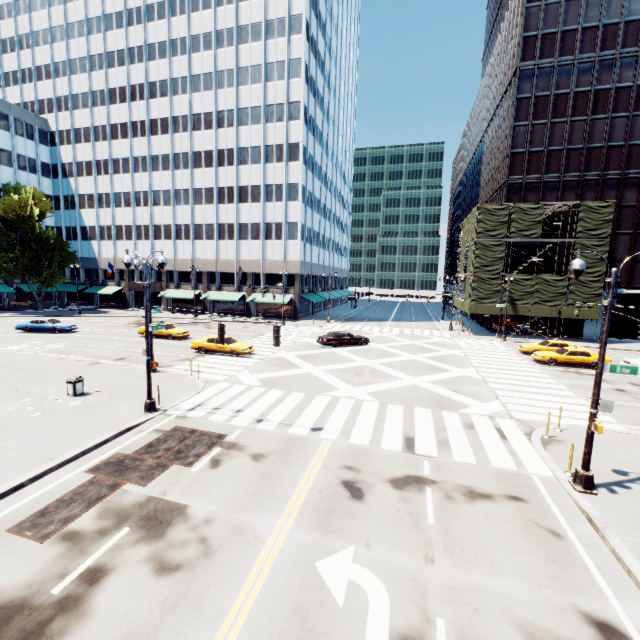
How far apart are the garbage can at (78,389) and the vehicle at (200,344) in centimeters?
1012cm

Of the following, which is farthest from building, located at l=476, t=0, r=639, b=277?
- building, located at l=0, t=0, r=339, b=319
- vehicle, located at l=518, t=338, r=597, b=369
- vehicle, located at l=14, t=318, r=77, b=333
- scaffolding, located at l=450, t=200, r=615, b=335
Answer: vehicle, located at l=14, t=318, r=77, b=333

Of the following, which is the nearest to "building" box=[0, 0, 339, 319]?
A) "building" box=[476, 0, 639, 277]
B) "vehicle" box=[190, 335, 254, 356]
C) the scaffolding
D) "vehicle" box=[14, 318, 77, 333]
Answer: "vehicle" box=[14, 318, 77, 333]

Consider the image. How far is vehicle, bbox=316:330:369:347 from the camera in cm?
3014

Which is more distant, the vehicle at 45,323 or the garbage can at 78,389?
the vehicle at 45,323

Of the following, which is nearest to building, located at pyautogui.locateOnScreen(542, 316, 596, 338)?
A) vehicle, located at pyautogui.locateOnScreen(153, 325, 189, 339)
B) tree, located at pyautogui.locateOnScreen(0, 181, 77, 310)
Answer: tree, located at pyautogui.locateOnScreen(0, 181, 77, 310)

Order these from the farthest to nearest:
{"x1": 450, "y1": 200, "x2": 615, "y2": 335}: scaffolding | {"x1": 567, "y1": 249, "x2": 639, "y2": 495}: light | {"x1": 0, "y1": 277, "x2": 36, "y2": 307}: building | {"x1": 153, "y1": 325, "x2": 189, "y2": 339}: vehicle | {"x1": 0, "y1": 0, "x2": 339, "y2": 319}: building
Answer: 1. {"x1": 0, "y1": 277, "x2": 36, "y2": 307}: building
2. {"x1": 0, "y1": 0, "x2": 339, "y2": 319}: building
3. {"x1": 450, "y1": 200, "x2": 615, "y2": 335}: scaffolding
4. {"x1": 153, "y1": 325, "x2": 189, "y2": 339}: vehicle
5. {"x1": 567, "y1": 249, "x2": 639, "y2": 495}: light

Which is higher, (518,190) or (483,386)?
(518,190)
